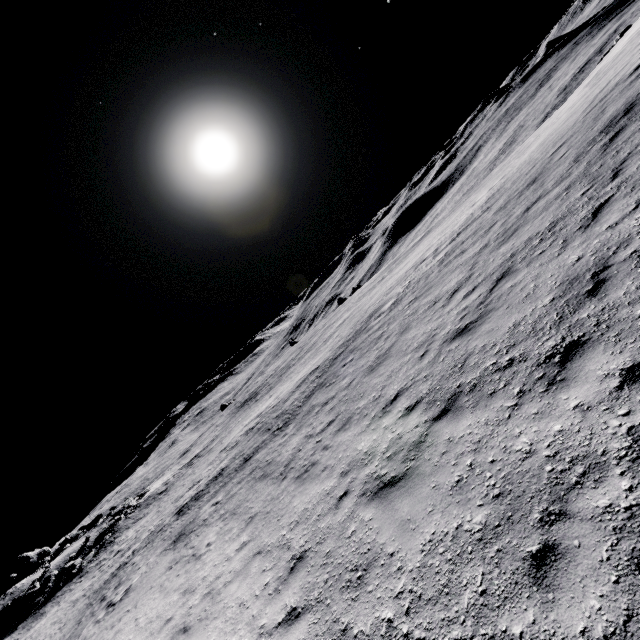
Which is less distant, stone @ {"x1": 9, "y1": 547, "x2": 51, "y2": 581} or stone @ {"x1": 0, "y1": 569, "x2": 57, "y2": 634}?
stone @ {"x1": 0, "y1": 569, "x2": 57, "y2": 634}

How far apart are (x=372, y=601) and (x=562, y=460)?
2.88m

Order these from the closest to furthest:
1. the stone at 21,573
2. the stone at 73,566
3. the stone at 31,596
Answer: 1. the stone at 31,596
2. the stone at 73,566
3. the stone at 21,573

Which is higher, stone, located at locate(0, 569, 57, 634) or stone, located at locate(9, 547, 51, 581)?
stone, located at locate(9, 547, 51, 581)

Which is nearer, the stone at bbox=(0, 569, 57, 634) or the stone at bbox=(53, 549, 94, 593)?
the stone at bbox=(0, 569, 57, 634)

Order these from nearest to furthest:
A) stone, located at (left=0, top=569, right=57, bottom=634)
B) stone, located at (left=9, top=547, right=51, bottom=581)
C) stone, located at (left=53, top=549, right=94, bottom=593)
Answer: stone, located at (left=0, top=569, right=57, bottom=634)
stone, located at (left=53, top=549, right=94, bottom=593)
stone, located at (left=9, top=547, right=51, bottom=581)

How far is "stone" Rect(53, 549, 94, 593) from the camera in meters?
28.5

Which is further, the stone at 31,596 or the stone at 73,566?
the stone at 73,566
